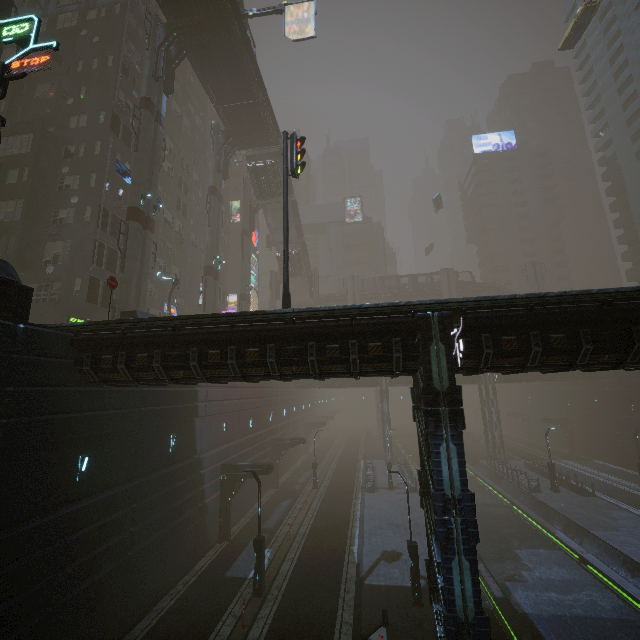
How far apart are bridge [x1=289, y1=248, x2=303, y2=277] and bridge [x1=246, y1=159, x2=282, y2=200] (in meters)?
9.75

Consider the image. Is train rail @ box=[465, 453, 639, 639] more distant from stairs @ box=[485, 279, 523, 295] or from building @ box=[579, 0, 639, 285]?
stairs @ box=[485, 279, 523, 295]

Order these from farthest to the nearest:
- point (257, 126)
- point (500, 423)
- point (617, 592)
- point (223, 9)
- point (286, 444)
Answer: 1. point (500, 423)
2. point (257, 126)
3. point (286, 444)
4. point (223, 9)
5. point (617, 592)

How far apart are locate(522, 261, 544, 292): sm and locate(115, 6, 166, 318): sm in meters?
55.3

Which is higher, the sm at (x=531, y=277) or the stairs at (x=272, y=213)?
the stairs at (x=272, y=213)

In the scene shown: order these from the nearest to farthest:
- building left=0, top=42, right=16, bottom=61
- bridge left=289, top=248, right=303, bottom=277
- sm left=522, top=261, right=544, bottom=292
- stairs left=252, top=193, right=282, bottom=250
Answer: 1. building left=0, top=42, right=16, bottom=61
2. stairs left=252, top=193, right=282, bottom=250
3. bridge left=289, top=248, right=303, bottom=277
4. sm left=522, top=261, right=544, bottom=292

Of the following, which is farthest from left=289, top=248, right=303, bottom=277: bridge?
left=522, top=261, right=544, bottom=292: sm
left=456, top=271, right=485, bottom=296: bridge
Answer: left=522, top=261, right=544, bottom=292: sm

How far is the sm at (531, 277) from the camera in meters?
53.4
